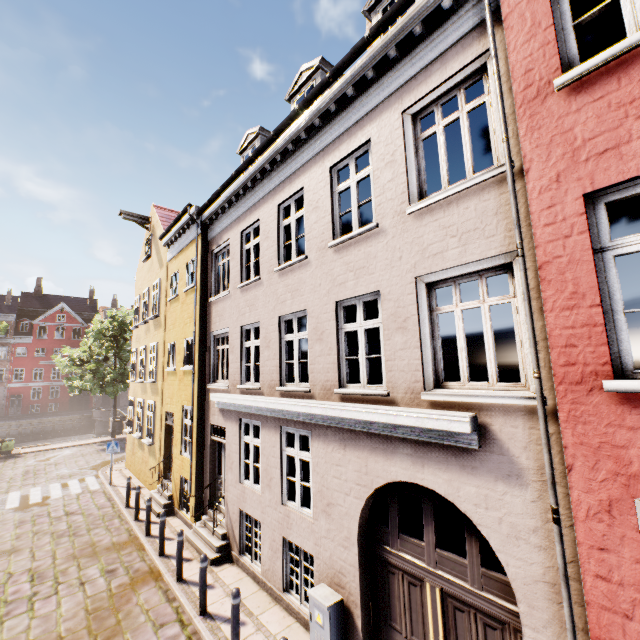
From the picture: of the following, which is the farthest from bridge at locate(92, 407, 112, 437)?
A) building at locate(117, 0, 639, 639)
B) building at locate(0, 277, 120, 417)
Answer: building at locate(117, 0, 639, 639)

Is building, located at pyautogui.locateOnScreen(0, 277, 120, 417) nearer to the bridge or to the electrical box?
the bridge

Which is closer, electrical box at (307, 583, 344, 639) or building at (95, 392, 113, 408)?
electrical box at (307, 583, 344, 639)

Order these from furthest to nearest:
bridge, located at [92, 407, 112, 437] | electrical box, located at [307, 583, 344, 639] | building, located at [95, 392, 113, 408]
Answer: building, located at [95, 392, 113, 408] < bridge, located at [92, 407, 112, 437] < electrical box, located at [307, 583, 344, 639]

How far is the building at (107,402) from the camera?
49.47m

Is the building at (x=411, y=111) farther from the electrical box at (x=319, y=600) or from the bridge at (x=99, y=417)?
the bridge at (x=99, y=417)

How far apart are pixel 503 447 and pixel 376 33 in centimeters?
672cm

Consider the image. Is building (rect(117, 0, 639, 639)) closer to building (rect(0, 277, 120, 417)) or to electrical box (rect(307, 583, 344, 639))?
electrical box (rect(307, 583, 344, 639))
